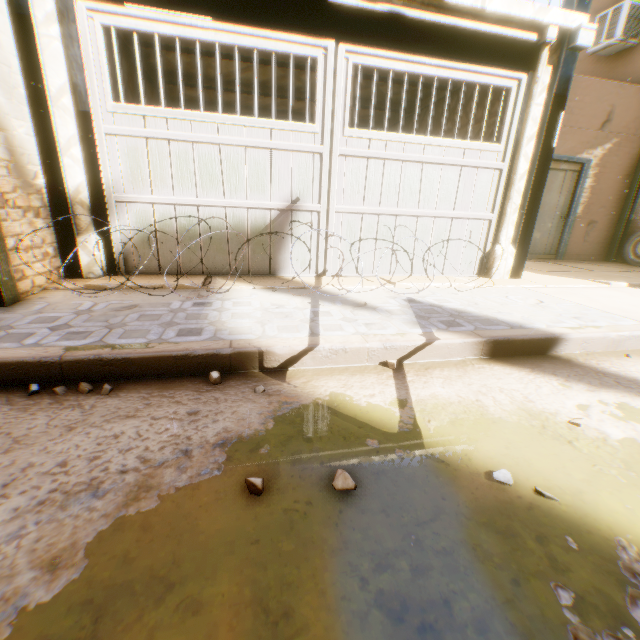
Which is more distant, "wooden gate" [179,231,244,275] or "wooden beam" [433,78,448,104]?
"wooden beam" [433,78,448,104]

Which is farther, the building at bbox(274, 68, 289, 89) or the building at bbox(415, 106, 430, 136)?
the building at bbox(415, 106, 430, 136)

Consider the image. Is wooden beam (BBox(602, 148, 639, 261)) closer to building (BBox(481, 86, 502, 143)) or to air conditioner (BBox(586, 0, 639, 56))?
building (BBox(481, 86, 502, 143))

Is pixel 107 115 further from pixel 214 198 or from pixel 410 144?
pixel 410 144

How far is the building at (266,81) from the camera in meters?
6.2

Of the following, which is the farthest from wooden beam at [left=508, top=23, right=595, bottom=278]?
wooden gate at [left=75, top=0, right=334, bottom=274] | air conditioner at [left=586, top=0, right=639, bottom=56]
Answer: air conditioner at [left=586, top=0, right=639, bottom=56]

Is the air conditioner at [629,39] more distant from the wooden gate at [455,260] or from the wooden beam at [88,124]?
the wooden gate at [455,260]

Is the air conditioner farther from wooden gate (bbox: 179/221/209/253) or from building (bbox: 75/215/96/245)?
wooden gate (bbox: 179/221/209/253)
